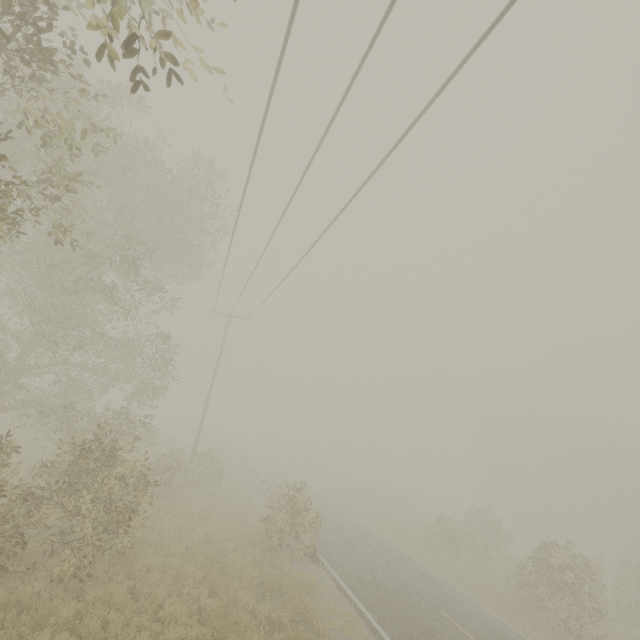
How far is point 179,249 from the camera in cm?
1716
